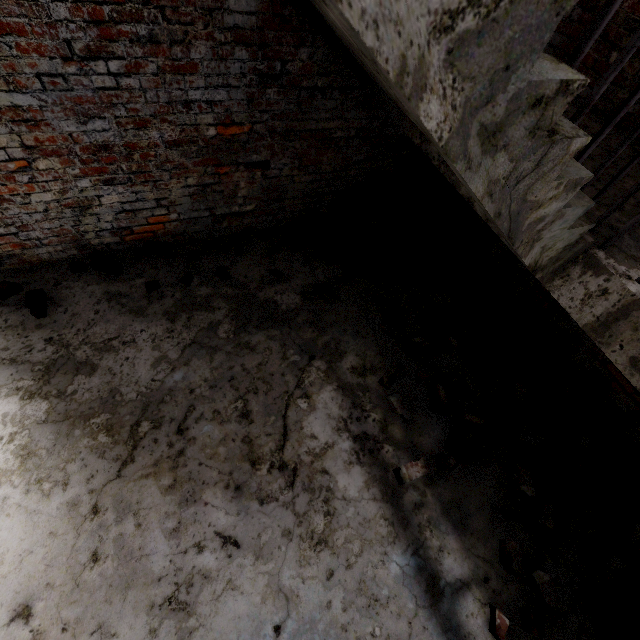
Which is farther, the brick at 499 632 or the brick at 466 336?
the brick at 466 336

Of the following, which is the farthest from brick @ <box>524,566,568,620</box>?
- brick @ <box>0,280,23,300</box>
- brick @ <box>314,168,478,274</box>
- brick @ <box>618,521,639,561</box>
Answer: brick @ <box>0,280,23,300</box>

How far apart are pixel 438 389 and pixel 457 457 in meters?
0.6

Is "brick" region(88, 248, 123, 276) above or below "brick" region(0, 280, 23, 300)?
above

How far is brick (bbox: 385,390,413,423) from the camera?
2.9m

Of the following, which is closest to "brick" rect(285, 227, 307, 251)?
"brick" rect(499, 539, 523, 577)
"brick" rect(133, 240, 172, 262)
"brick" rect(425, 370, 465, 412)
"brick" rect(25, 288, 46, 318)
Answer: "brick" rect(133, 240, 172, 262)

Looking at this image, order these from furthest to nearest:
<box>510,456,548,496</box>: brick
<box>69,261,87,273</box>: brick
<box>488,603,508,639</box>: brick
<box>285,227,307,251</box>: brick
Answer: <box>285,227,307,251</box>: brick, <box>69,261,87,273</box>: brick, <box>510,456,548,496</box>: brick, <box>488,603,508,639</box>: brick

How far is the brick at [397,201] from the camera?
3.9 meters
